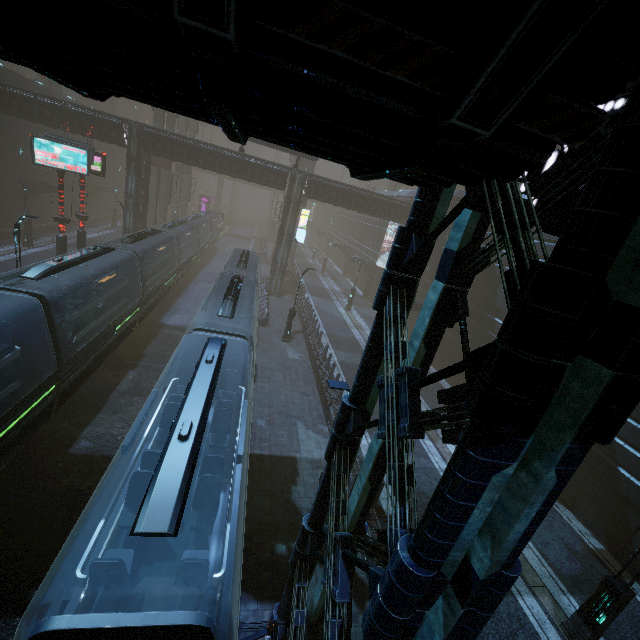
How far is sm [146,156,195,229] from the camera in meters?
35.5 m

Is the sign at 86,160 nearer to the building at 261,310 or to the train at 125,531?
the building at 261,310

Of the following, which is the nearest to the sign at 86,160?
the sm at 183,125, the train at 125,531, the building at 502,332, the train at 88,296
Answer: the building at 502,332

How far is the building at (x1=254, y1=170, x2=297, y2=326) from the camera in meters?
25.2 m

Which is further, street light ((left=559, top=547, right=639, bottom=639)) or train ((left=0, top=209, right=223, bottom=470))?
train ((left=0, top=209, right=223, bottom=470))

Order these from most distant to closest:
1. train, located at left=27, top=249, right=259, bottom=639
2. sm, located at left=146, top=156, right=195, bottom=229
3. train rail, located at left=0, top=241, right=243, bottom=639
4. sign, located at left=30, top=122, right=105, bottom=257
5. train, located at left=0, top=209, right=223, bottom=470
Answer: sm, located at left=146, top=156, right=195, bottom=229
sign, located at left=30, top=122, right=105, bottom=257
train, located at left=0, top=209, right=223, bottom=470
train rail, located at left=0, top=241, right=243, bottom=639
train, located at left=27, top=249, right=259, bottom=639

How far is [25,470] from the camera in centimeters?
1095cm

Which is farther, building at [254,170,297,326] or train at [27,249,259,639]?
building at [254,170,297,326]
